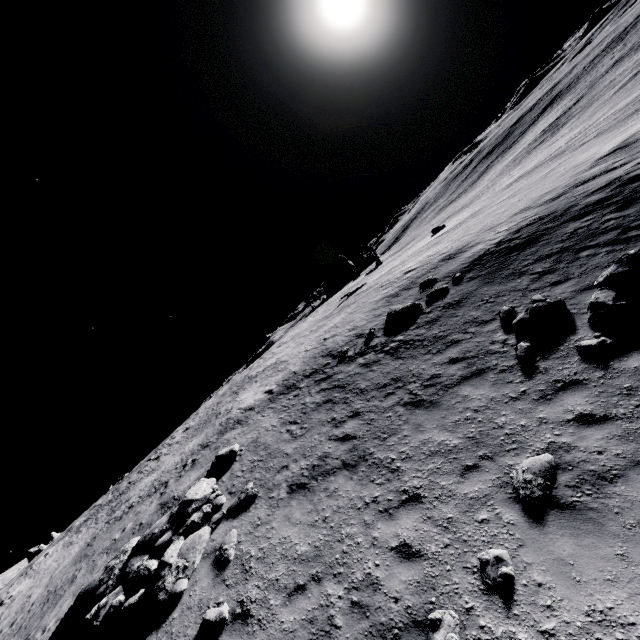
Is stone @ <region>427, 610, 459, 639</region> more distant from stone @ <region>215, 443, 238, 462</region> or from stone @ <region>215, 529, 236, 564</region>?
stone @ <region>215, 443, 238, 462</region>

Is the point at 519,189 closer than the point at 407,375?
No

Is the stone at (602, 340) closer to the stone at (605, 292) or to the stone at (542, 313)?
the stone at (605, 292)

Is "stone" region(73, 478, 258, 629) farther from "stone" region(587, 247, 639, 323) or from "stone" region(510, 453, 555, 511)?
"stone" region(587, 247, 639, 323)

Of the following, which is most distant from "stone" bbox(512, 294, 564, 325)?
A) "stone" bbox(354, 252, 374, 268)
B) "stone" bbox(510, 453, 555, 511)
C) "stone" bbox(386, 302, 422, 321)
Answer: "stone" bbox(354, 252, 374, 268)

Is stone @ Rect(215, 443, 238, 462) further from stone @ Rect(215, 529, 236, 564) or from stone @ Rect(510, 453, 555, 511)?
stone @ Rect(510, 453, 555, 511)

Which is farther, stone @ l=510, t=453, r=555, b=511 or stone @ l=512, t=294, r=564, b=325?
stone @ l=512, t=294, r=564, b=325

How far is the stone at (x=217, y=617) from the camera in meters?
6.6
